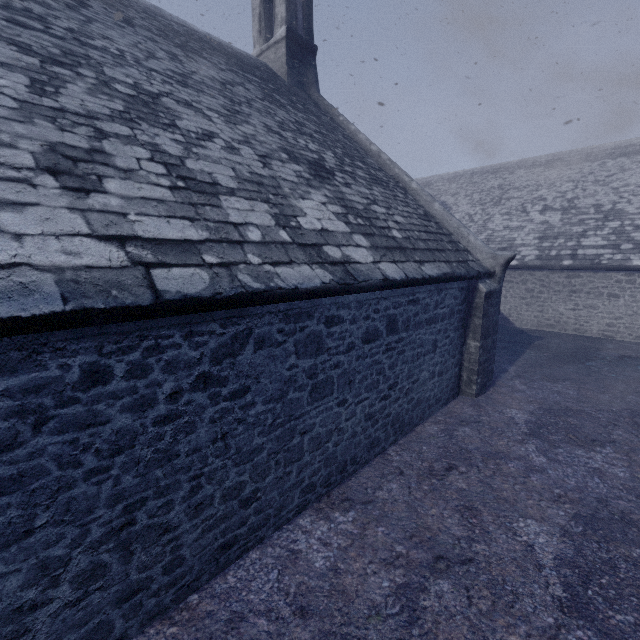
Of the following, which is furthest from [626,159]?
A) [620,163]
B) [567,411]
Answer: [567,411]
